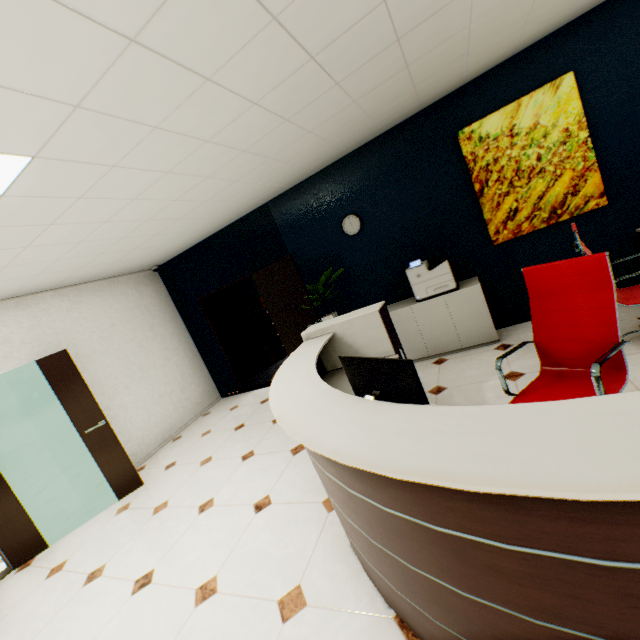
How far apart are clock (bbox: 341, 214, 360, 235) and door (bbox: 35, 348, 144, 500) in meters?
4.0

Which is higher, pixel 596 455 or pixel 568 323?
pixel 596 455

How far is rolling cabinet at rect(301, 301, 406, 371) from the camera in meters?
2.9 m

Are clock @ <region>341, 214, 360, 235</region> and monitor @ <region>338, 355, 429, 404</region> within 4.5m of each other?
yes

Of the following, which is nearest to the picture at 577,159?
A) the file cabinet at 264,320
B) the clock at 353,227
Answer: the clock at 353,227

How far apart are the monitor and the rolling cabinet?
1.26m

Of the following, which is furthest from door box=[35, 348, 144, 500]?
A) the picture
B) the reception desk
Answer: the picture

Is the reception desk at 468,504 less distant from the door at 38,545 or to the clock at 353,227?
the clock at 353,227
